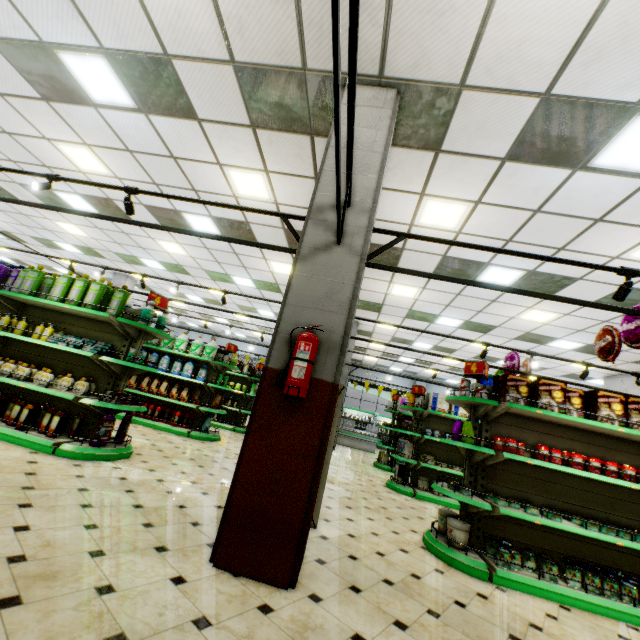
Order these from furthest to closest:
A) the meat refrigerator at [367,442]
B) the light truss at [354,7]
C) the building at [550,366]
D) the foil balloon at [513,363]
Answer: the meat refrigerator at [367,442]
the building at [550,366]
the foil balloon at [513,363]
the light truss at [354,7]

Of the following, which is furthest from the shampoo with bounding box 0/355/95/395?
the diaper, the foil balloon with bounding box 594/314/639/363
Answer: the foil balloon with bounding box 594/314/639/363

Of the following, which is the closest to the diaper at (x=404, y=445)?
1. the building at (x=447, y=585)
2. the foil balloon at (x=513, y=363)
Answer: the building at (x=447, y=585)

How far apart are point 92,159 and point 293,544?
7.71m

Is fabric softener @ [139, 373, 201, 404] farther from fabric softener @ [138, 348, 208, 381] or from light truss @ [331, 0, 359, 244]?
light truss @ [331, 0, 359, 244]

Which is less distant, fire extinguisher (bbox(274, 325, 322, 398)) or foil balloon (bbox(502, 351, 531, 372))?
fire extinguisher (bbox(274, 325, 322, 398))

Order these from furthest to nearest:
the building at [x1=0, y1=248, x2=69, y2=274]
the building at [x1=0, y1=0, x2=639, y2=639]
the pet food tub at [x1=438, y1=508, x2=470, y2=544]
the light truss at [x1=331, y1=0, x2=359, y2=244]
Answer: the building at [x1=0, y1=248, x2=69, y2=274] → the pet food tub at [x1=438, y1=508, x2=470, y2=544] → the building at [x1=0, y1=0, x2=639, y2=639] → the light truss at [x1=331, y1=0, x2=359, y2=244]

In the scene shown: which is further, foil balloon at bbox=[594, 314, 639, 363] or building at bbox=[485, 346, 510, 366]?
building at bbox=[485, 346, 510, 366]
